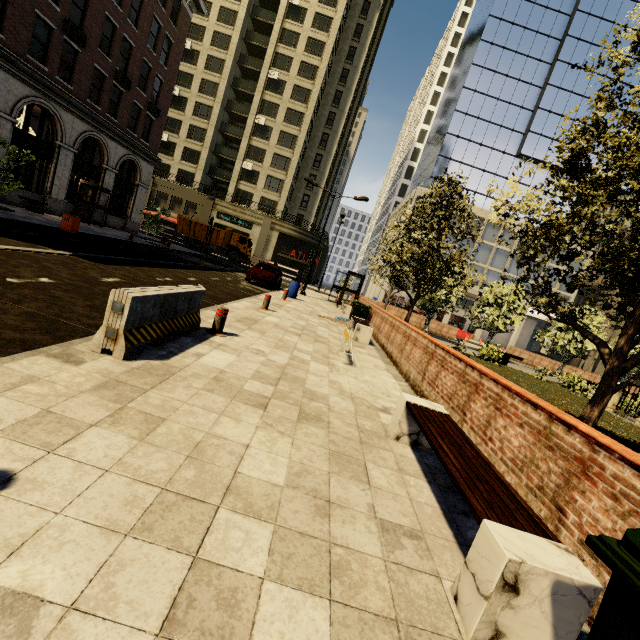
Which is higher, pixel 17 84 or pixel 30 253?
pixel 17 84

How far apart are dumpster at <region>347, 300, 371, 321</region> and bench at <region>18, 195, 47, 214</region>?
18.5 meters

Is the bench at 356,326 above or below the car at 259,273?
below

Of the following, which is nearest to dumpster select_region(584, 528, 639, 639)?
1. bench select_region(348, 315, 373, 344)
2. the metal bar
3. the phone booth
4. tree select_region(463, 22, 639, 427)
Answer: tree select_region(463, 22, 639, 427)

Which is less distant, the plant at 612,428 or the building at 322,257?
the plant at 612,428

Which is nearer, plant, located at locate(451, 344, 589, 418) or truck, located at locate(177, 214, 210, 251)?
plant, located at locate(451, 344, 589, 418)

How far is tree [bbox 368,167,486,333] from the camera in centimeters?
1428cm

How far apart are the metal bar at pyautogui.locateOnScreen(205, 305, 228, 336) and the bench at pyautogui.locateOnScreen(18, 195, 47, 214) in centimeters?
1865cm
